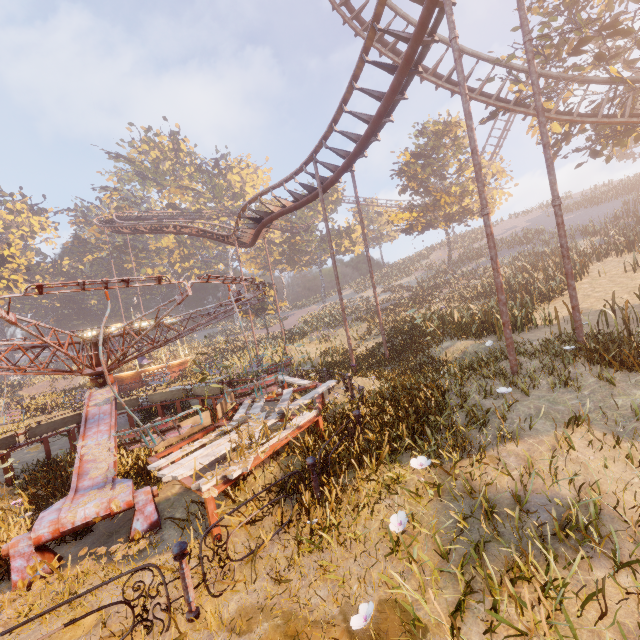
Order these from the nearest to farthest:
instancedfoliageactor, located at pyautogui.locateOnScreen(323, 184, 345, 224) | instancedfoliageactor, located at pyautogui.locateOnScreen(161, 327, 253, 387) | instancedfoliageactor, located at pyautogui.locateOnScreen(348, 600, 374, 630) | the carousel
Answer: instancedfoliageactor, located at pyautogui.locateOnScreen(348, 600, 374, 630)
instancedfoliageactor, located at pyautogui.locateOnScreen(161, 327, 253, 387)
the carousel
instancedfoliageactor, located at pyautogui.locateOnScreen(323, 184, 345, 224)

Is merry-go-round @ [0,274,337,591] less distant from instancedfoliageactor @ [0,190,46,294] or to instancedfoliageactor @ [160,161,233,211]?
instancedfoliageactor @ [0,190,46,294]

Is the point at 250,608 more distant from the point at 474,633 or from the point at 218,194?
the point at 218,194

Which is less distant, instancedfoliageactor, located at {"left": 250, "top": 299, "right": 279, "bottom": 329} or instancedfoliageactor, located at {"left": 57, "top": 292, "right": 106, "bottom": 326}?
instancedfoliageactor, located at {"left": 250, "top": 299, "right": 279, "bottom": 329}

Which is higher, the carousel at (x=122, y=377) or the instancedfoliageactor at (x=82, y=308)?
the instancedfoliageactor at (x=82, y=308)

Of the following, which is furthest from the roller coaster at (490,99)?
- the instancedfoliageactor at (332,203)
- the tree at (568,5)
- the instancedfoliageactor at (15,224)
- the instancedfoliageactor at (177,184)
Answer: the instancedfoliageactor at (177,184)

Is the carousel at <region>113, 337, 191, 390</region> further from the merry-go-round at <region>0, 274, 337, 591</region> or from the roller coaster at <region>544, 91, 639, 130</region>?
the merry-go-round at <region>0, 274, 337, 591</region>

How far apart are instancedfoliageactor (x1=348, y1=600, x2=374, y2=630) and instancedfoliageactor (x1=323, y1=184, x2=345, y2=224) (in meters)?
54.52
